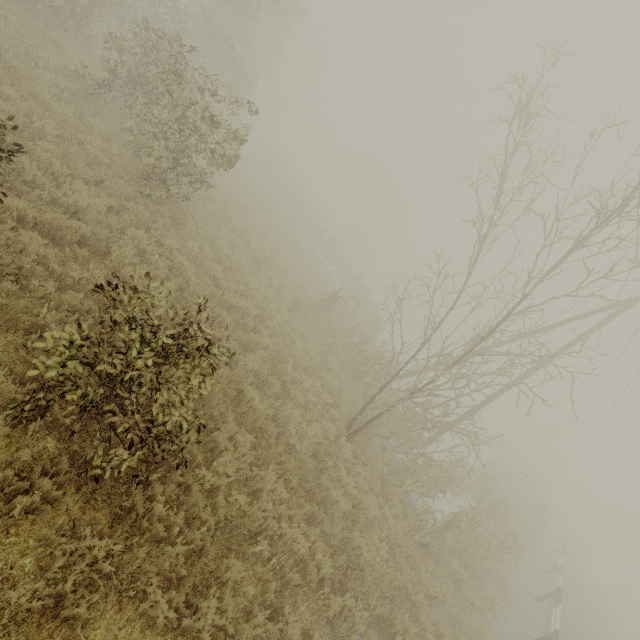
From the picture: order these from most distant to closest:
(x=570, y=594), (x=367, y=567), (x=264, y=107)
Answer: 1. (x=264, y=107)
2. (x=570, y=594)
3. (x=367, y=567)

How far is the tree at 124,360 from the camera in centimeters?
357cm

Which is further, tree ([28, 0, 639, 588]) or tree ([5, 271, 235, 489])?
tree ([28, 0, 639, 588])

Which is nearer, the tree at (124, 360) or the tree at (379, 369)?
the tree at (124, 360)

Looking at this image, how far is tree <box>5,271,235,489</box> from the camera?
3.6m
